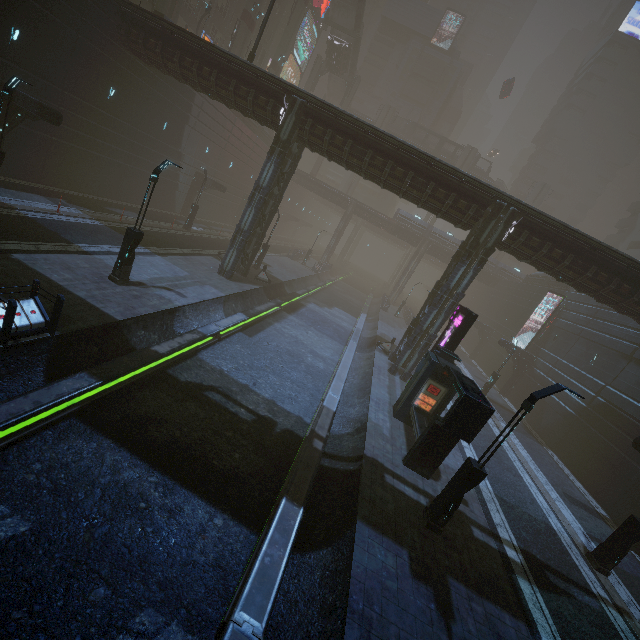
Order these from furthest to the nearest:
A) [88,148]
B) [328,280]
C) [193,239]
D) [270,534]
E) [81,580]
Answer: [328,280]
[193,239]
[88,148]
[270,534]
[81,580]

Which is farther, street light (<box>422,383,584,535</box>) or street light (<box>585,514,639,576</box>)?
street light (<box>585,514,639,576</box>)

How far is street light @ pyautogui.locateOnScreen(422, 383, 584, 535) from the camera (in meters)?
8.50

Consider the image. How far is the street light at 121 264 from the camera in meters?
12.7 m

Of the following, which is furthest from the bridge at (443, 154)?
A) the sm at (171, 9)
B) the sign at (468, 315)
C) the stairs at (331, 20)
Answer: the sign at (468, 315)

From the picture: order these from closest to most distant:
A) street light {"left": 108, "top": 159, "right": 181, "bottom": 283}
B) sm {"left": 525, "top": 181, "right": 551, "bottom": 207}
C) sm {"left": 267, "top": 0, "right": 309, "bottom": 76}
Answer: street light {"left": 108, "top": 159, "right": 181, "bottom": 283} < sm {"left": 267, "top": 0, "right": 309, "bottom": 76} < sm {"left": 525, "top": 181, "right": 551, "bottom": 207}

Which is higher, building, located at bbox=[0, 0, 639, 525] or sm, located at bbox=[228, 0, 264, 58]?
sm, located at bbox=[228, 0, 264, 58]

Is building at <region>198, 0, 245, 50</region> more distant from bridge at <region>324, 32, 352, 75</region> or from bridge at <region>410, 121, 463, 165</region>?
bridge at <region>324, 32, 352, 75</region>
